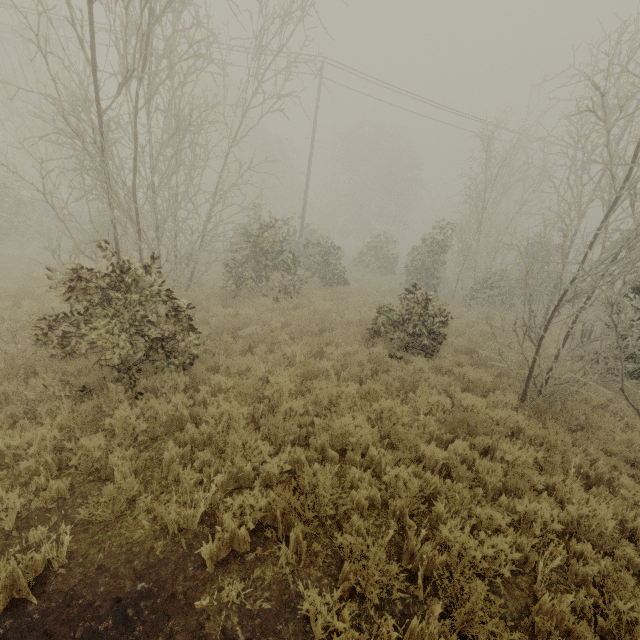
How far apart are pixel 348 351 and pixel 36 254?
15.4 meters
